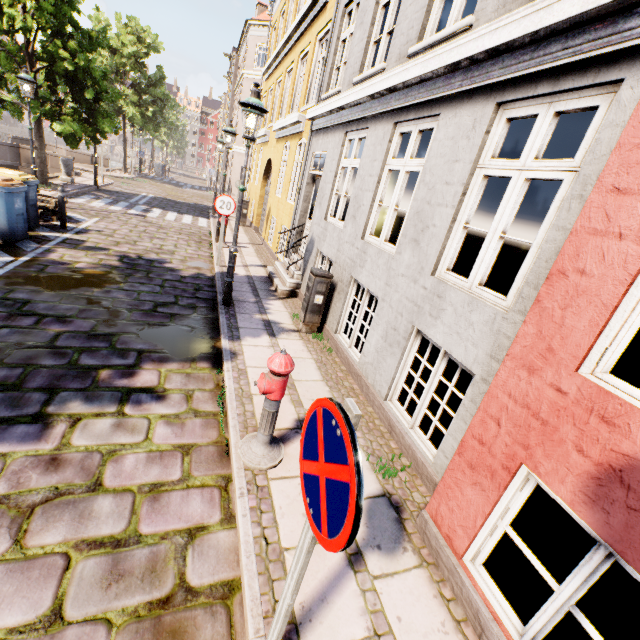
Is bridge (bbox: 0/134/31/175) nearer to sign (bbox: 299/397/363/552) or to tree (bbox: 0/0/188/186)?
tree (bbox: 0/0/188/186)

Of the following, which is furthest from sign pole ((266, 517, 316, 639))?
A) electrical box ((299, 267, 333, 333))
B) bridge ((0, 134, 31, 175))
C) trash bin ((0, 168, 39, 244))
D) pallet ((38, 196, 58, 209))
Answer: bridge ((0, 134, 31, 175))

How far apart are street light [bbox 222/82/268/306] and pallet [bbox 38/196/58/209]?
7.00m

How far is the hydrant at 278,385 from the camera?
2.94m

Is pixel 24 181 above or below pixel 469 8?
below

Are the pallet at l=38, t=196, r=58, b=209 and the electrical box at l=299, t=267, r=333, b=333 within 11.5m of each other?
yes

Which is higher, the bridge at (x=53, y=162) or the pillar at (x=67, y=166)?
the pillar at (x=67, y=166)

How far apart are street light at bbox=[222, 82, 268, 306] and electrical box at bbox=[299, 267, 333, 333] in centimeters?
149cm
